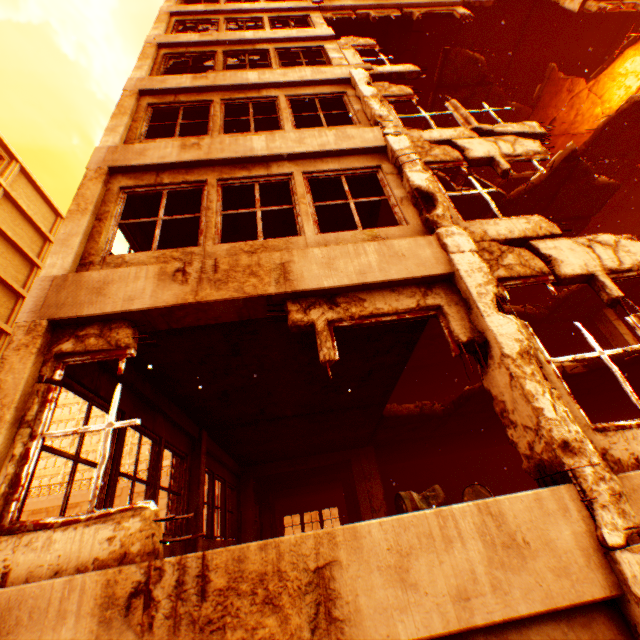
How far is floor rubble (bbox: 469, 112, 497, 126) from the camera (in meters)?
14.63

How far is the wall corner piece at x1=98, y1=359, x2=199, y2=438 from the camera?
4.5 meters

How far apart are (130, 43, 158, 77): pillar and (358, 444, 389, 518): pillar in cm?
936

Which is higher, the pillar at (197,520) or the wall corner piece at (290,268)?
the wall corner piece at (290,268)

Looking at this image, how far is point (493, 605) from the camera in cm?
215

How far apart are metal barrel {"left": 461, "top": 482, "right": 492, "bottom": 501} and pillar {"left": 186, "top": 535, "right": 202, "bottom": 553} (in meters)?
5.25

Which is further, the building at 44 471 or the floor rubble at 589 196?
the building at 44 471

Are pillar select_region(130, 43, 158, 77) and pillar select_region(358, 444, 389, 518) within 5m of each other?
no
